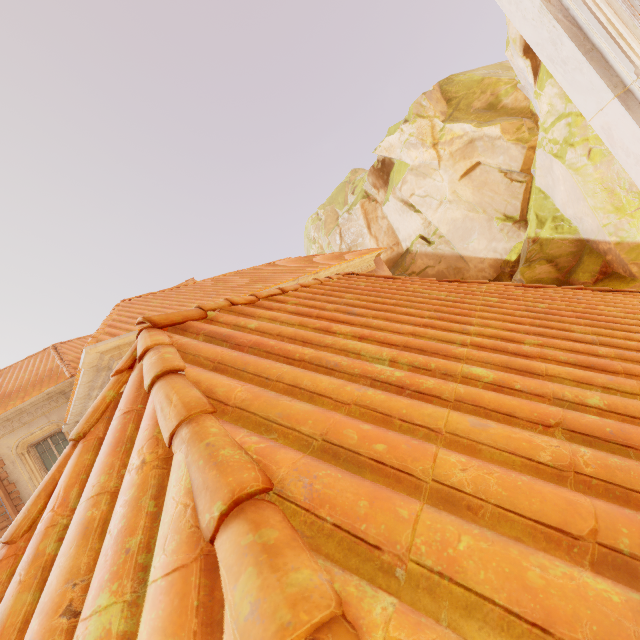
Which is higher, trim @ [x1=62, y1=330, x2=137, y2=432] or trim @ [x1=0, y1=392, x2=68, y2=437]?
trim @ [x1=0, y1=392, x2=68, y2=437]

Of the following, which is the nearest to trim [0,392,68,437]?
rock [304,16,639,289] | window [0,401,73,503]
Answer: window [0,401,73,503]

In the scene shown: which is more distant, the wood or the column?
the wood

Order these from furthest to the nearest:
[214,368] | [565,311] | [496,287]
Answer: [496,287]
[565,311]
[214,368]

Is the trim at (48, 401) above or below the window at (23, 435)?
above

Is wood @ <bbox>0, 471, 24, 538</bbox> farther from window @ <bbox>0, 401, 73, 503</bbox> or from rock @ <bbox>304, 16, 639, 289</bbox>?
rock @ <bbox>304, 16, 639, 289</bbox>

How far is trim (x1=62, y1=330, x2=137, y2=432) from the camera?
5.7m

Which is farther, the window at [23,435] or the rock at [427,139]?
the window at [23,435]
